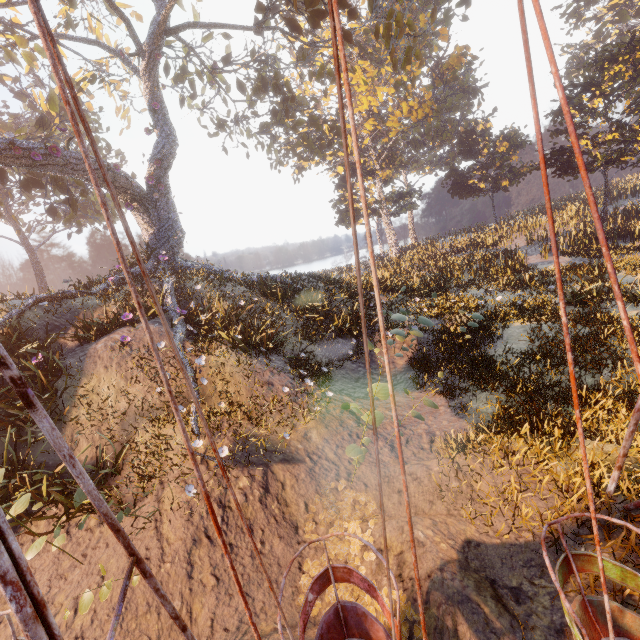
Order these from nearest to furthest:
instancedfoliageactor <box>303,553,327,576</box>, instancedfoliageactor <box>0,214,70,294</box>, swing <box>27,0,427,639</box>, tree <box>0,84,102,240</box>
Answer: swing <box>27,0,427,639</box> < instancedfoliageactor <box>303,553,327,576</box> < tree <box>0,84,102,240</box> < instancedfoliageactor <box>0,214,70,294</box>

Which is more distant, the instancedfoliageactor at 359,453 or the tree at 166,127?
the tree at 166,127

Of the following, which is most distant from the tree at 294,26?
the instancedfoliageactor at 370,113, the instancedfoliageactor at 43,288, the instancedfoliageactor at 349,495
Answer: the instancedfoliageactor at 349,495

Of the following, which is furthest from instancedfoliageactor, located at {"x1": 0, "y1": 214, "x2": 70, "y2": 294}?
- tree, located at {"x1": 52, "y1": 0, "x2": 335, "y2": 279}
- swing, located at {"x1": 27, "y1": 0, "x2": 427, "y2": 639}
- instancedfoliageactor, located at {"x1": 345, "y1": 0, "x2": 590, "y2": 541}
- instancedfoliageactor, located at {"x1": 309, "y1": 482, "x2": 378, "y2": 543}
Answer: instancedfoliageactor, located at {"x1": 309, "y1": 482, "x2": 378, "y2": 543}

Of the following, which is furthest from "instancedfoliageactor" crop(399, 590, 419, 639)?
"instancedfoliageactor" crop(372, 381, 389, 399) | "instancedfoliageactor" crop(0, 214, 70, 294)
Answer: "instancedfoliageactor" crop(0, 214, 70, 294)

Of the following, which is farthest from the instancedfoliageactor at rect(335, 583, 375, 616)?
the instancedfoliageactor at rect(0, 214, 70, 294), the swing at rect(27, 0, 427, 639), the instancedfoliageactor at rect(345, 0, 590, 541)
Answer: the instancedfoliageactor at rect(0, 214, 70, 294)

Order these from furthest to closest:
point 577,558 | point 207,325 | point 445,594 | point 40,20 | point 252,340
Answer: point 207,325 → point 252,340 → point 445,594 → point 577,558 → point 40,20

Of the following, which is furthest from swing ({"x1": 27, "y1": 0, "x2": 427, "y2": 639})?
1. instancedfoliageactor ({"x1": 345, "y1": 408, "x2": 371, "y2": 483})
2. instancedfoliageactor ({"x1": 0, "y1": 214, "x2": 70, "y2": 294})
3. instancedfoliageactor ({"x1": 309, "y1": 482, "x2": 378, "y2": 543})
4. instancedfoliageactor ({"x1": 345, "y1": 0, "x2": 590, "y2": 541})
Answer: instancedfoliageactor ({"x1": 0, "y1": 214, "x2": 70, "y2": 294})
